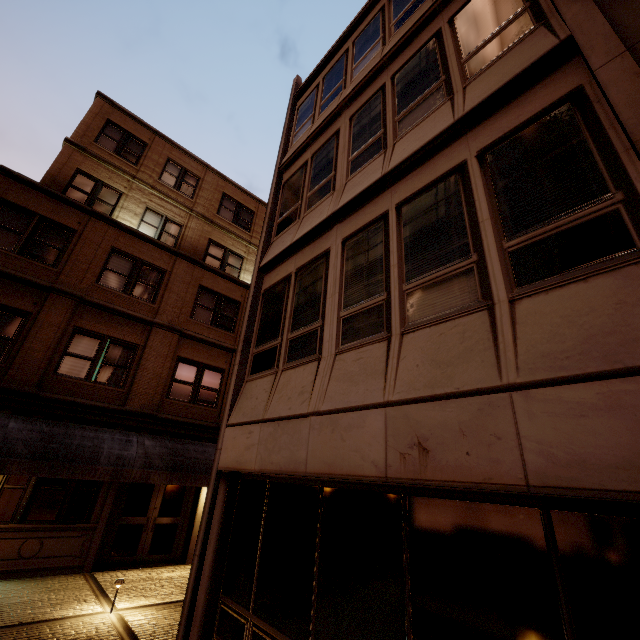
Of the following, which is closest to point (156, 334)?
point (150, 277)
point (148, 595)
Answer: point (150, 277)
